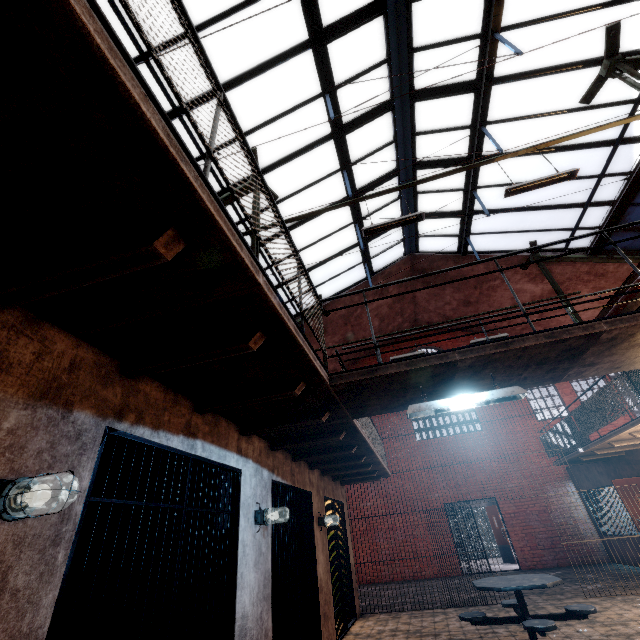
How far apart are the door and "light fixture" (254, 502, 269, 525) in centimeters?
1494cm

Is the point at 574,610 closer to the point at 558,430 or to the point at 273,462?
the point at 273,462

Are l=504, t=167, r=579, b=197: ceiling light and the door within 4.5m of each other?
no

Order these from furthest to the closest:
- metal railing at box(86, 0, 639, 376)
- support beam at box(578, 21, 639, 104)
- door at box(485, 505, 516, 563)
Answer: door at box(485, 505, 516, 563)
support beam at box(578, 21, 639, 104)
metal railing at box(86, 0, 639, 376)

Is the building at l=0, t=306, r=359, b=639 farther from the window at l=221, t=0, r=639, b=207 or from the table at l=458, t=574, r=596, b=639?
the window at l=221, t=0, r=639, b=207

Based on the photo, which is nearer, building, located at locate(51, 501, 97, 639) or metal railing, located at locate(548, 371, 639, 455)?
building, located at locate(51, 501, 97, 639)

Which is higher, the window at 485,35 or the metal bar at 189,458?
the window at 485,35

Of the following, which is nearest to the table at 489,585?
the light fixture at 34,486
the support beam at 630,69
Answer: the light fixture at 34,486
